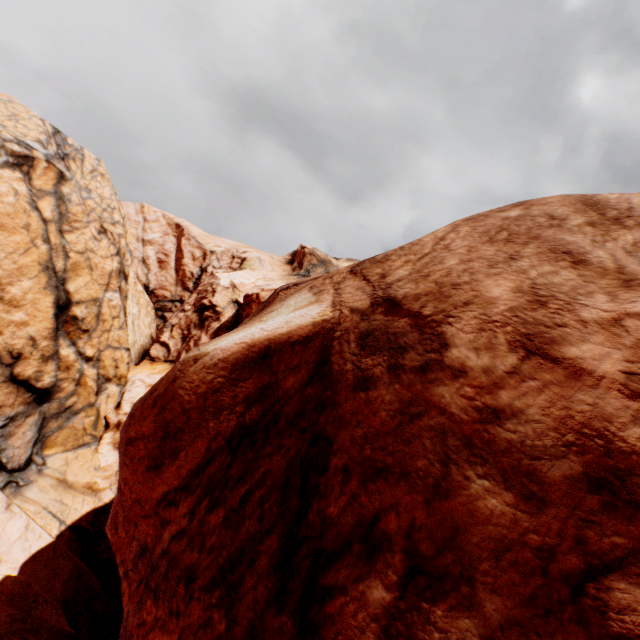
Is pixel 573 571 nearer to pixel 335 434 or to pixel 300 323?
pixel 335 434
